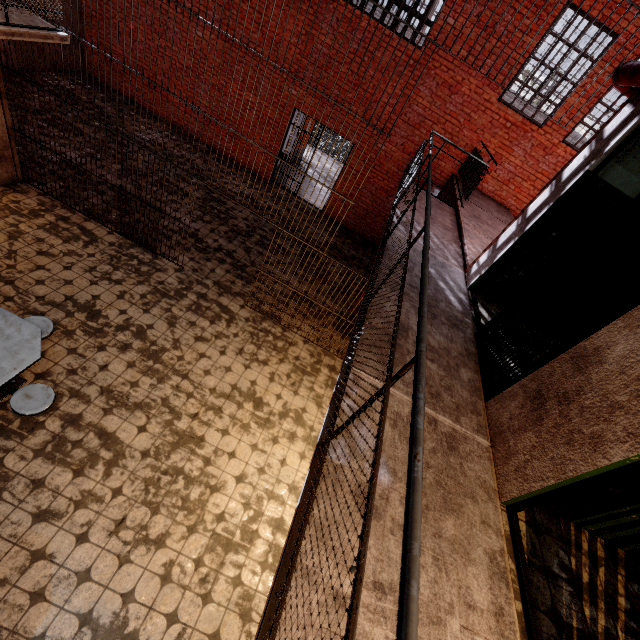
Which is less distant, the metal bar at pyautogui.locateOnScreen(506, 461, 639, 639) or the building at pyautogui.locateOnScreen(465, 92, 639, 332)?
the metal bar at pyautogui.locateOnScreen(506, 461, 639, 639)

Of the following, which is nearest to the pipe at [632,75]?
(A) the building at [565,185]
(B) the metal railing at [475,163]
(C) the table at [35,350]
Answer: (A) the building at [565,185]

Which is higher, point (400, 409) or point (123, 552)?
point (400, 409)

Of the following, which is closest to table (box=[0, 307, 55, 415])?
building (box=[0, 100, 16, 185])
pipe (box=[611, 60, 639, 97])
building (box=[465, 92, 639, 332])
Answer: A: building (box=[0, 100, 16, 185])

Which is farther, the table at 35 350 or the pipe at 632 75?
the table at 35 350

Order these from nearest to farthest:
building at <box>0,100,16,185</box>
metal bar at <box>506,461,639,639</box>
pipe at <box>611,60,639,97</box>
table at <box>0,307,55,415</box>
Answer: metal bar at <box>506,461,639,639</box> < pipe at <box>611,60,639,97</box> < table at <box>0,307,55,415</box> < building at <box>0,100,16,185</box>

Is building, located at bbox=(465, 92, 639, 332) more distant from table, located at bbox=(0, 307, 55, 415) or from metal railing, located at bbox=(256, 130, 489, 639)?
table, located at bbox=(0, 307, 55, 415)

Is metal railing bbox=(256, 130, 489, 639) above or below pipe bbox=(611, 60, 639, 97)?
below
